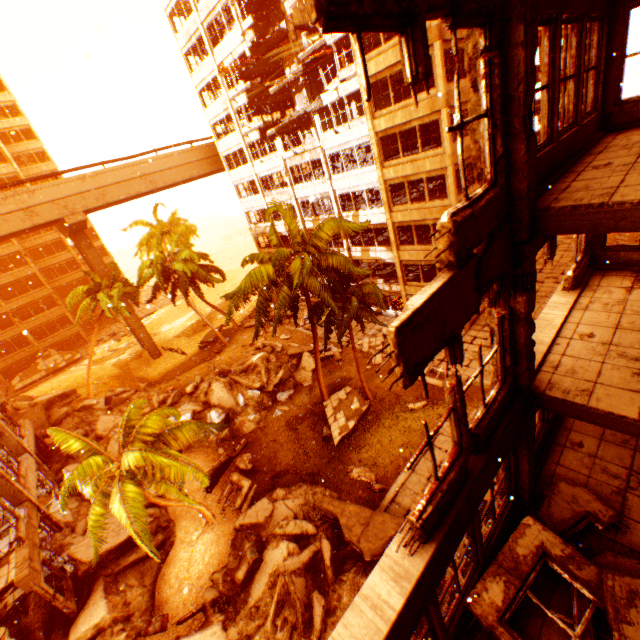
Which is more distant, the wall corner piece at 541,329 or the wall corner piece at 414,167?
the wall corner piece at 414,167

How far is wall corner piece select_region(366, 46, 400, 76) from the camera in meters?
17.9 m

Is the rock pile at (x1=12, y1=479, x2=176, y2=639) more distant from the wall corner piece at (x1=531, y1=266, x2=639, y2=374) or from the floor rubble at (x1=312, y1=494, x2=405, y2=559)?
the wall corner piece at (x1=531, y1=266, x2=639, y2=374)

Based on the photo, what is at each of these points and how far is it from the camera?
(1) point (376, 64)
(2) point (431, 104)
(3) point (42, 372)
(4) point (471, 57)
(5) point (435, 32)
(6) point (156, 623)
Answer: (1) wall corner piece, 18.92m
(2) wall corner piece, 17.98m
(3) floor rubble, 40.12m
(4) pillar, 3.49m
(5) wall corner piece, 16.20m
(6) metal barrel, 12.70m

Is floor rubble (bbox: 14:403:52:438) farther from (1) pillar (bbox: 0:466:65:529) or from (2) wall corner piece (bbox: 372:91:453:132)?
(2) wall corner piece (bbox: 372:91:453:132)

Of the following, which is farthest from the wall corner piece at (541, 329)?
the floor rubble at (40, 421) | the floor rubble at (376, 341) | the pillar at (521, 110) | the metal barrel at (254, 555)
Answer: the floor rubble at (40, 421)

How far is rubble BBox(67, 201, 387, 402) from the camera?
14.5m

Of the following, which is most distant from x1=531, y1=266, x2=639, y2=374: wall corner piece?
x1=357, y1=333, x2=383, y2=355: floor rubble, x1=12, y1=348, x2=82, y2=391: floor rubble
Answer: x1=12, y1=348, x2=82, y2=391: floor rubble
